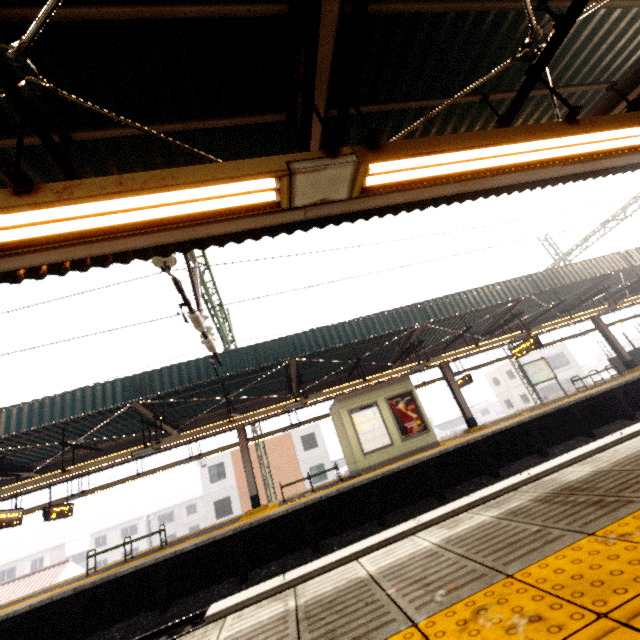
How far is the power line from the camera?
5.6 meters

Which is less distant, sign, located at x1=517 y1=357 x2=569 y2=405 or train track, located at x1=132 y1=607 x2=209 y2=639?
train track, located at x1=132 y1=607 x2=209 y2=639

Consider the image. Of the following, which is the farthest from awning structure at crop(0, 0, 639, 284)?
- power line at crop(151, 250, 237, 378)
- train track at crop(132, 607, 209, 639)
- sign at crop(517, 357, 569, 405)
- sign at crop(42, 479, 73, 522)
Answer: sign at crop(42, 479, 73, 522)

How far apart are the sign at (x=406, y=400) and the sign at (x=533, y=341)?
4.8m

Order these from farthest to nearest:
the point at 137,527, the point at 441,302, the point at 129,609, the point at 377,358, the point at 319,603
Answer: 1. the point at 137,527
2. the point at 377,358
3. the point at 441,302
4. the point at 129,609
5. the point at 319,603

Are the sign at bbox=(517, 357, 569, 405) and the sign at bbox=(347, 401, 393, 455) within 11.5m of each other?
yes

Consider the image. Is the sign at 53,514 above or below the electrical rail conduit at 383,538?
above

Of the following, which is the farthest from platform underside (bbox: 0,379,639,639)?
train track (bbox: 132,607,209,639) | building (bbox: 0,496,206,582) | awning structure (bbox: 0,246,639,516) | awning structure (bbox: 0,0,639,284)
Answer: building (bbox: 0,496,206,582)
